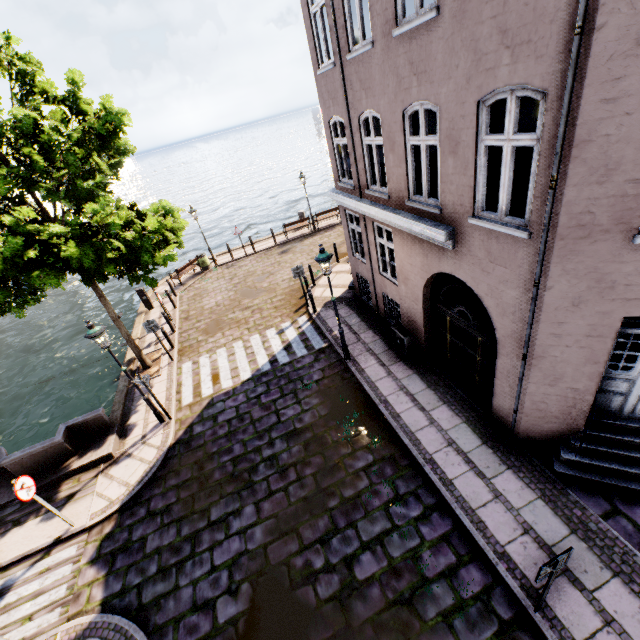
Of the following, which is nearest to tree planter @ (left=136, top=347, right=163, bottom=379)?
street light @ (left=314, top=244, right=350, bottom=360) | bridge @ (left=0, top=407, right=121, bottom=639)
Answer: bridge @ (left=0, top=407, right=121, bottom=639)

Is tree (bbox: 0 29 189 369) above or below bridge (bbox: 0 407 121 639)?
above

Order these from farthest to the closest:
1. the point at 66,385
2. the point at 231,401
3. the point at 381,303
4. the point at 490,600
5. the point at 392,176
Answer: the point at 66,385, the point at 381,303, the point at 231,401, the point at 392,176, the point at 490,600

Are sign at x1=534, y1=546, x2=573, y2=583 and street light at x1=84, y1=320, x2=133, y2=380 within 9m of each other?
no

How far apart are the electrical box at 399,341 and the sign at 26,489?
9.7 meters

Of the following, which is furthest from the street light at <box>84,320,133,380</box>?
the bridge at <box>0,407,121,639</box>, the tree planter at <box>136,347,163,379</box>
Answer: the tree planter at <box>136,347,163,379</box>

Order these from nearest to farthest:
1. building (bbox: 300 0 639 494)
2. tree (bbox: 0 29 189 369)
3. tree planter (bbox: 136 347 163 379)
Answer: building (bbox: 300 0 639 494) → tree (bbox: 0 29 189 369) → tree planter (bbox: 136 347 163 379)

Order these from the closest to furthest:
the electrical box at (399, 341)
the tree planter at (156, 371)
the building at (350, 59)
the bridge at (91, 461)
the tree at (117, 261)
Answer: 1. the building at (350, 59)
2. the bridge at (91, 461)
3. the tree at (117, 261)
4. the electrical box at (399, 341)
5. the tree planter at (156, 371)
